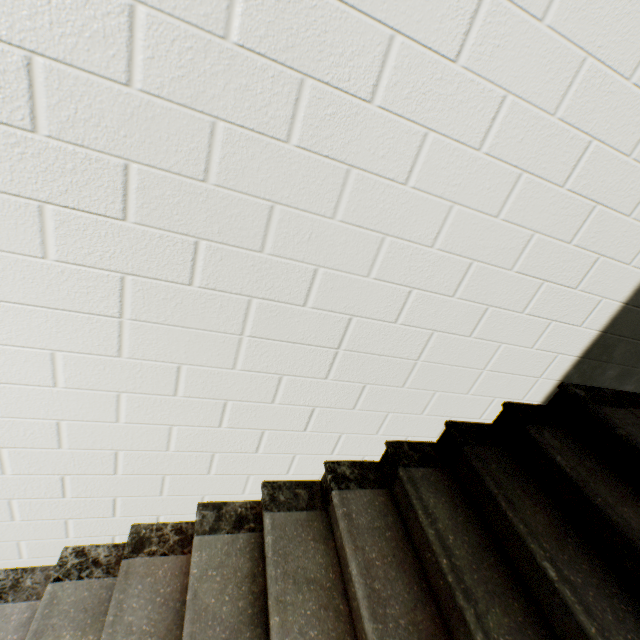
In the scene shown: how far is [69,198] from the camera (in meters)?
0.87
